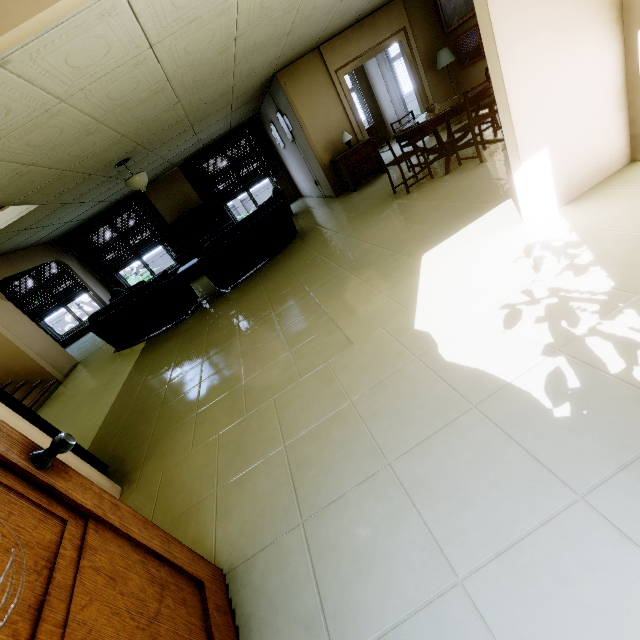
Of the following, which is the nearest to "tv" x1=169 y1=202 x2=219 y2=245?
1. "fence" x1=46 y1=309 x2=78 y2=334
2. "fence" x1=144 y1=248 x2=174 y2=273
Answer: "fence" x1=144 y1=248 x2=174 y2=273

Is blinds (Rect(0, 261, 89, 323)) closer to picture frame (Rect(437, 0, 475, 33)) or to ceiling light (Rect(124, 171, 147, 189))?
ceiling light (Rect(124, 171, 147, 189))

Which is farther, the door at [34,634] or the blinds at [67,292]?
the blinds at [67,292]

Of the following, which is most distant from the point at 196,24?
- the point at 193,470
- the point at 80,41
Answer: the point at 193,470

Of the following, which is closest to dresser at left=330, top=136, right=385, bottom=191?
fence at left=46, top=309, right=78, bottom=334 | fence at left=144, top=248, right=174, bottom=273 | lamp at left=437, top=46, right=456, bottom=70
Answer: lamp at left=437, top=46, right=456, bottom=70

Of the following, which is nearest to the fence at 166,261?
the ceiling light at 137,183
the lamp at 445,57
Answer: the ceiling light at 137,183

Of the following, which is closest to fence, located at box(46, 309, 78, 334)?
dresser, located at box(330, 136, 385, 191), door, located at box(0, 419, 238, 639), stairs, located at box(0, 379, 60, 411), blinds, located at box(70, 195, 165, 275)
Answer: blinds, located at box(70, 195, 165, 275)

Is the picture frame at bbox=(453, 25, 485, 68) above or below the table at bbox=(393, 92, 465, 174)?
above
